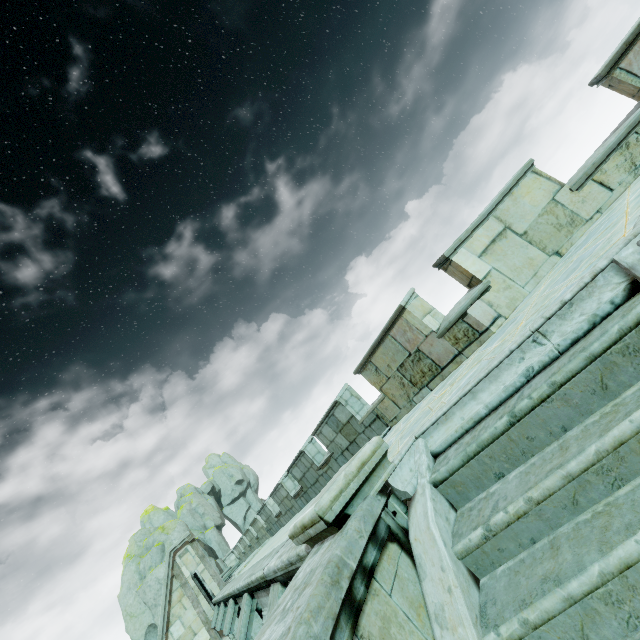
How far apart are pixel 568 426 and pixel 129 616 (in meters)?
40.71

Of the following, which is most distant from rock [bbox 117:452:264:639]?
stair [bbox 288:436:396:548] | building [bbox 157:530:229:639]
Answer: stair [bbox 288:436:396:548]

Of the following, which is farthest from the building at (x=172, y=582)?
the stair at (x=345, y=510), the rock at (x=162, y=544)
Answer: the stair at (x=345, y=510)

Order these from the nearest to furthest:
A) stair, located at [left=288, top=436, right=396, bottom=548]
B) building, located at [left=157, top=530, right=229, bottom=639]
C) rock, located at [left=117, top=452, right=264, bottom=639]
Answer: stair, located at [left=288, top=436, right=396, bottom=548], building, located at [left=157, top=530, right=229, bottom=639], rock, located at [left=117, top=452, right=264, bottom=639]

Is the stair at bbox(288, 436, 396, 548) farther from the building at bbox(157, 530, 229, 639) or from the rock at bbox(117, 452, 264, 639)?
the rock at bbox(117, 452, 264, 639)
